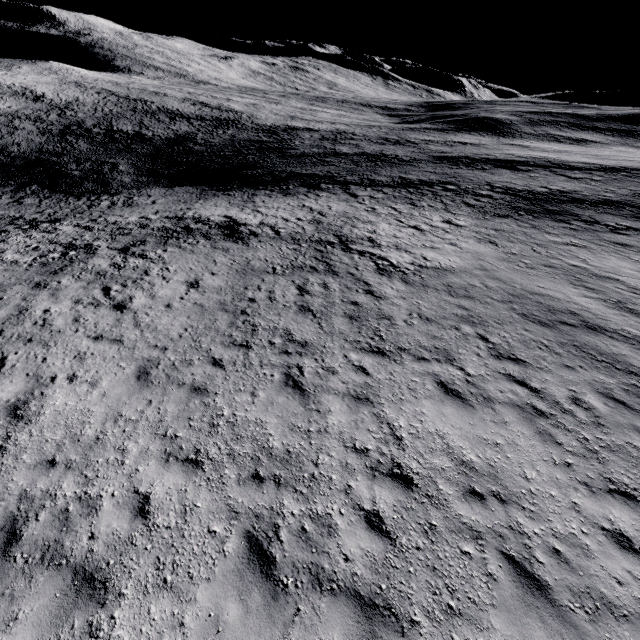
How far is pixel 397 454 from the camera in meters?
6.7
